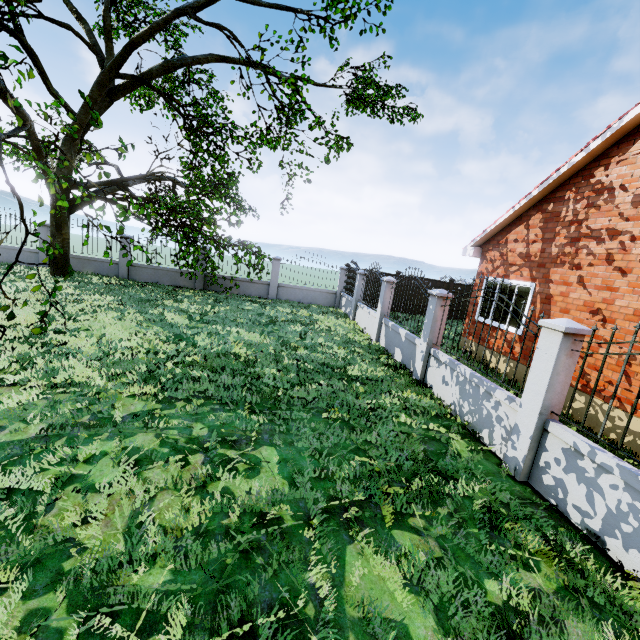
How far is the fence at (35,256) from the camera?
15.9m

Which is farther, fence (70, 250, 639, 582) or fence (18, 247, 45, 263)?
fence (18, 247, 45, 263)

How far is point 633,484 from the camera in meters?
3.4

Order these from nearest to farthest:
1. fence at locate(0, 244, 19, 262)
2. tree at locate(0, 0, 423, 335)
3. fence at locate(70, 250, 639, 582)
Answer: fence at locate(70, 250, 639, 582), tree at locate(0, 0, 423, 335), fence at locate(0, 244, 19, 262)

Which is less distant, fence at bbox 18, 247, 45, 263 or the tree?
the tree

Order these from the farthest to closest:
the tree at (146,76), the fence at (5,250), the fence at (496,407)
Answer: the fence at (5,250)
the tree at (146,76)
the fence at (496,407)

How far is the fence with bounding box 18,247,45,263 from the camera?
15.95m
